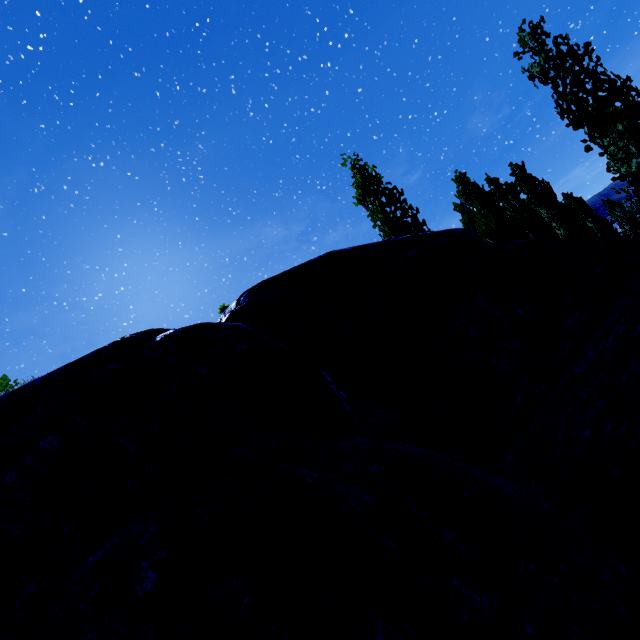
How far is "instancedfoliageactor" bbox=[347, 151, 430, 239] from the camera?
14.12m

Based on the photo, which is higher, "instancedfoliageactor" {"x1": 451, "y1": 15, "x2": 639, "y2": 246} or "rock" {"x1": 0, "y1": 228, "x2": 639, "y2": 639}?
"instancedfoliageactor" {"x1": 451, "y1": 15, "x2": 639, "y2": 246}

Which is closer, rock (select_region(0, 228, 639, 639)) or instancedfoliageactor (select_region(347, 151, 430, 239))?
rock (select_region(0, 228, 639, 639))

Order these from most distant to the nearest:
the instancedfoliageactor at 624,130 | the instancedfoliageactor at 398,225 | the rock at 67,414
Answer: the instancedfoliageactor at 398,225, the instancedfoliageactor at 624,130, the rock at 67,414

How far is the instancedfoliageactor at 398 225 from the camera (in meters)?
14.12

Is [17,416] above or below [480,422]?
above

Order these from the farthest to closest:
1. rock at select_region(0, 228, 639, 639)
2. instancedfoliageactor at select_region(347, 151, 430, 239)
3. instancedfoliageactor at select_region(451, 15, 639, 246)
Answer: instancedfoliageactor at select_region(347, 151, 430, 239)
instancedfoliageactor at select_region(451, 15, 639, 246)
rock at select_region(0, 228, 639, 639)
